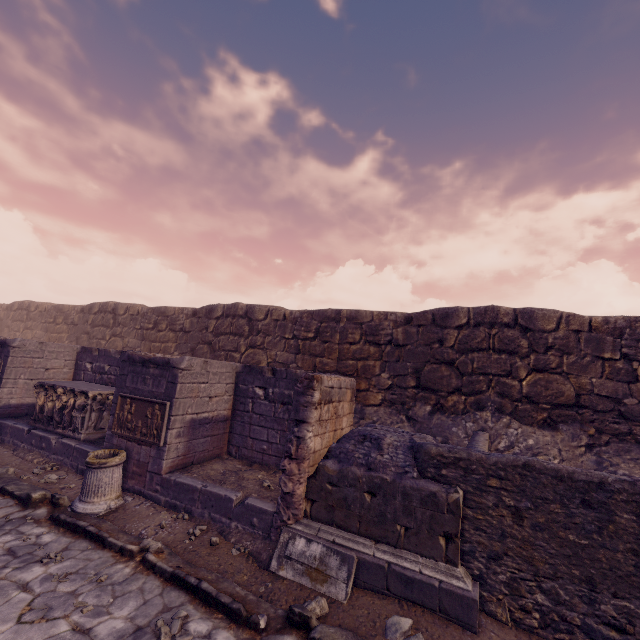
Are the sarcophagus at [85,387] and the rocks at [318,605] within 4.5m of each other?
no

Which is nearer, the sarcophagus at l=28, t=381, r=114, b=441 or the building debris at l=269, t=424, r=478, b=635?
the building debris at l=269, t=424, r=478, b=635

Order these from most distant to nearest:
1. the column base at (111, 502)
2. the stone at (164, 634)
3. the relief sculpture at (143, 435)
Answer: the relief sculpture at (143, 435) → the column base at (111, 502) → the stone at (164, 634)

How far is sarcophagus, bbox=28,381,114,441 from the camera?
8.1m

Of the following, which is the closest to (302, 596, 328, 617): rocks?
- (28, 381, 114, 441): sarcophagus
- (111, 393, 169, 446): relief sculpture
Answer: (111, 393, 169, 446): relief sculpture

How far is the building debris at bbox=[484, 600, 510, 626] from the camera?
3.9m

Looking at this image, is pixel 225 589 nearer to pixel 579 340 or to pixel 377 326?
→ pixel 377 326
